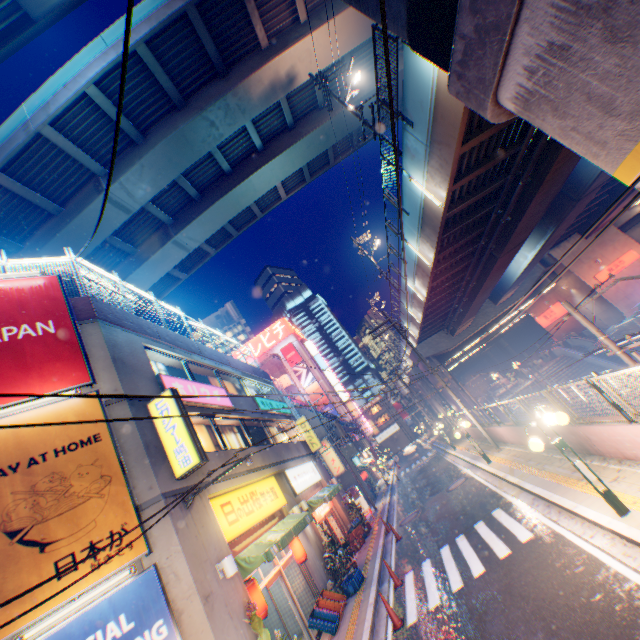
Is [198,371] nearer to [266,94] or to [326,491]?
[326,491]

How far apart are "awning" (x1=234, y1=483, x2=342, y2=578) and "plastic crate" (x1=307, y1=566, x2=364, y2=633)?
2.15m

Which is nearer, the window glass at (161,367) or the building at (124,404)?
the building at (124,404)

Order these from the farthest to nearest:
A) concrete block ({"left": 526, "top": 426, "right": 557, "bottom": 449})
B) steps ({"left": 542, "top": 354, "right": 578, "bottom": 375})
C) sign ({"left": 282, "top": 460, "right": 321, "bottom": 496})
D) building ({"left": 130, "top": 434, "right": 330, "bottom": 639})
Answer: steps ({"left": 542, "top": 354, "right": 578, "bottom": 375}) < sign ({"left": 282, "top": 460, "right": 321, "bottom": 496}) < concrete block ({"left": 526, "top": 426, "right": 557, "bottom": 449}) < building ({"left": 130, "top": 434, "right": 330, "bottom": 639})

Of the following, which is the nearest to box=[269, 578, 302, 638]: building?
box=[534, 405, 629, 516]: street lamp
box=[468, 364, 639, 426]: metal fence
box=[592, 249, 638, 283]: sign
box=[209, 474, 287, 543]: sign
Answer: box=[209, 474, 287, 543]: sign

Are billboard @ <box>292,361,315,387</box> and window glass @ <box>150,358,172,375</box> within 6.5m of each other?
no

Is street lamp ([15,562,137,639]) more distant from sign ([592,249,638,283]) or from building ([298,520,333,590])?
sign ([592,249,638,283])

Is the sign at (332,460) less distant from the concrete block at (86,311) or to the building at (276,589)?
the building at (276,589)
